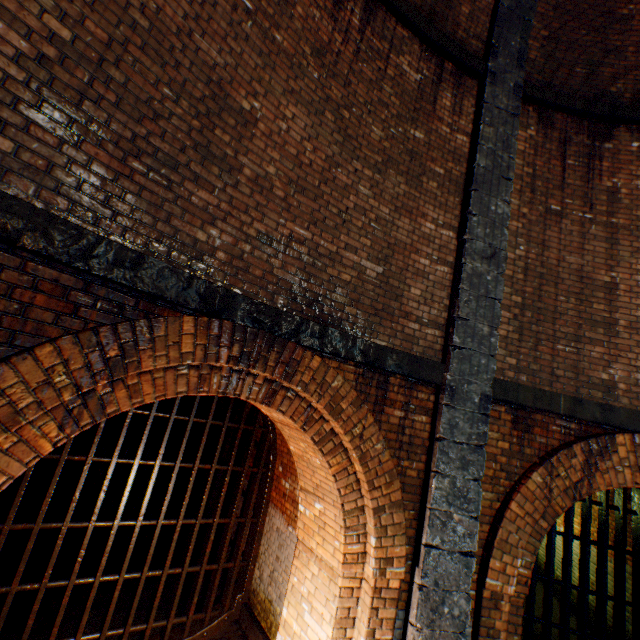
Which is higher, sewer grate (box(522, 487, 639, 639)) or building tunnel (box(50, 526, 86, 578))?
sewer grate (box(522, 487, 639, 639))

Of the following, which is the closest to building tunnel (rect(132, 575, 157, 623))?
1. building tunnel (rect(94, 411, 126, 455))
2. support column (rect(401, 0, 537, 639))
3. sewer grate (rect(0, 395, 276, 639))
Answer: sewer grate (rect(0, 395, 276, 639))

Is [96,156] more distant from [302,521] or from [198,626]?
[198,626]

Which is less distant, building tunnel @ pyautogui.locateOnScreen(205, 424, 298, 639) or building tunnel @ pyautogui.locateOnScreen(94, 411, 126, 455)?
building tunnel @ pyautogui.locateOnScreen(205, 424, 298, 639)

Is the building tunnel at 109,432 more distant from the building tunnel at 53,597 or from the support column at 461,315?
the support column at 461,315

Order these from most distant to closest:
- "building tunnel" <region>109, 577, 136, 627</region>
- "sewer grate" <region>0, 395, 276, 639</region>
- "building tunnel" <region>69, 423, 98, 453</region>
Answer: "building tunnel" <region>69, 423, 98, 453</region>
"building tunnel" <region>109, 577, 136, 627</region>
"sewer grate" <region>0, 395, 276, 639</region>

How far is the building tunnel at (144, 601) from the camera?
5.5 meters

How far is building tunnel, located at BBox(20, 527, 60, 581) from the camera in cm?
596
